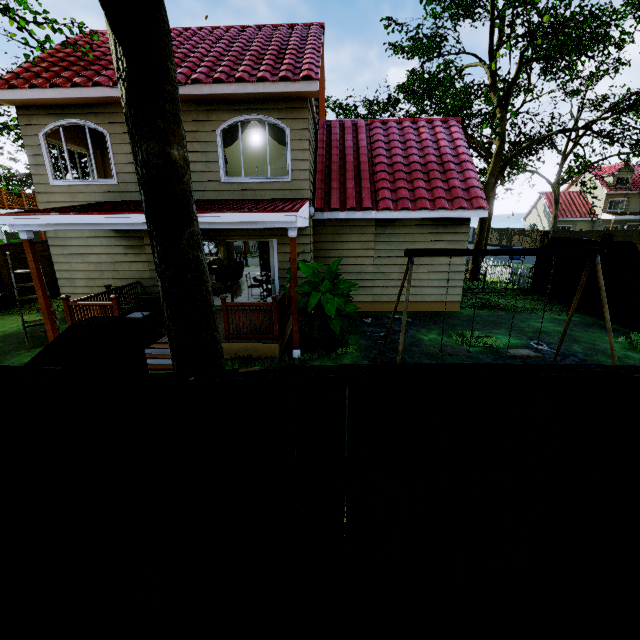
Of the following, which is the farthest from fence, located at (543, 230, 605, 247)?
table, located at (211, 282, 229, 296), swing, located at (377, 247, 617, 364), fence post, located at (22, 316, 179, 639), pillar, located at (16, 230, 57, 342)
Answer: A: pillar, located at (16, 230, 57, 342)

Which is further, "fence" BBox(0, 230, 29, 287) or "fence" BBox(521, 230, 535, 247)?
"fence" BBox(521, 230, 535, 247)

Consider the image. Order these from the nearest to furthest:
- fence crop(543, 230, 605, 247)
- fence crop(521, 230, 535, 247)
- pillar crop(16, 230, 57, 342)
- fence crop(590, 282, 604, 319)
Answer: pillar crop(16, 230, 57, 342) → fence crop(590, 282, 604, 319) → fence crop(543, 230, 605, 247) → fence crop(521, 230, 535, 247)

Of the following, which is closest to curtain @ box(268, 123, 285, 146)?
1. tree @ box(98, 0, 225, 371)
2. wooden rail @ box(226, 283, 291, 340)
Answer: tree @ box(98, 0, 225, 371)

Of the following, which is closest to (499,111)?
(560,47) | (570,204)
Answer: (560,47)

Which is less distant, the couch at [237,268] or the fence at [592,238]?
the fence at [592,238]

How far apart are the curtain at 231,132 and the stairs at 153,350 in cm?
520

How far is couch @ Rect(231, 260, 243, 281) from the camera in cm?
1428
